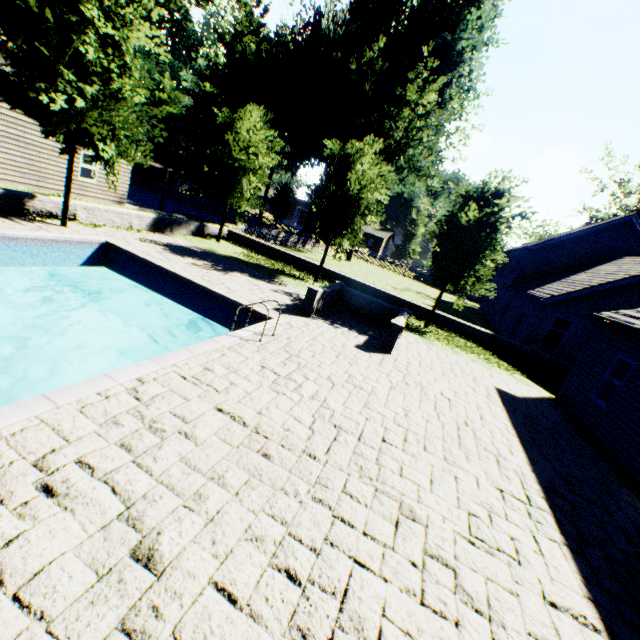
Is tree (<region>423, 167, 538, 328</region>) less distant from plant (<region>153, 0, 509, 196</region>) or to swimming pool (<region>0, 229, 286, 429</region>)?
swimming pool (<region>0, 229, 286, 429</region>)

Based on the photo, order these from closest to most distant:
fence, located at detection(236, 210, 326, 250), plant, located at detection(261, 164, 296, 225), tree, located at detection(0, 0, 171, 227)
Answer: tree, located at detection(0, 0, 171, 227) < fence, located at detection(236, 210, 326, 250) < plant, located at detection(261, 164, 296, 225)

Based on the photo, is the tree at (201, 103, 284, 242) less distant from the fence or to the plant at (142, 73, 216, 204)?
the fence

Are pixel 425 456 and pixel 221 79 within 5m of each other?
no

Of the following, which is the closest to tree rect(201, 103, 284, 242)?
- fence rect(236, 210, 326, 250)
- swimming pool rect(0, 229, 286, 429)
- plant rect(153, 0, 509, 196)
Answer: fence rect(236, 210, 326, 250)

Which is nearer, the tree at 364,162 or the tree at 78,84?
the tree at 78,84

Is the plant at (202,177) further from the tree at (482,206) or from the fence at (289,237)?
the tree at (482,206)
